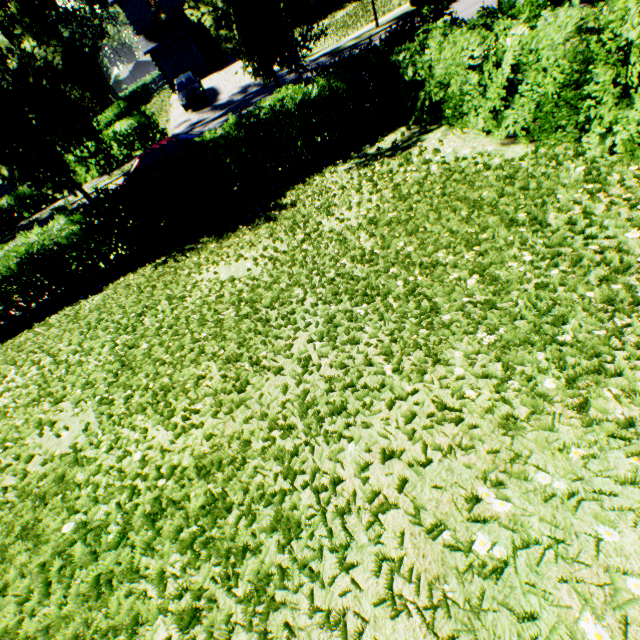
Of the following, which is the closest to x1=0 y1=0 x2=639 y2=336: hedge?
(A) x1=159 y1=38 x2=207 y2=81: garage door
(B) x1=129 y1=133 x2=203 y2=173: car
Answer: (B) x1=129 y1=133 x2=203 y2=173: car

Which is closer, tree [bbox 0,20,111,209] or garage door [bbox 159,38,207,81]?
tree [bbox 0,20,111,209]

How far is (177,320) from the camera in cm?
508

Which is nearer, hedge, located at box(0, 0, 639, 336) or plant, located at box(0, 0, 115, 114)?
hedge, located at box(0, 0, 639, 336)

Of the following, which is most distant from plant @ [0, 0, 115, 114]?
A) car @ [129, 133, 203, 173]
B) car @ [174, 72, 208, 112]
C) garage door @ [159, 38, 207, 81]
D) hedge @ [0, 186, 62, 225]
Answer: car @ [129, 133, 203, 173]

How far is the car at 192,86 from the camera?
22.3 meters

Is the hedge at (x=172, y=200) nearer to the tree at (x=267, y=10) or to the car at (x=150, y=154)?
the tree at (x=267, y=10)

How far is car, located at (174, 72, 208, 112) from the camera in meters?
22.3
